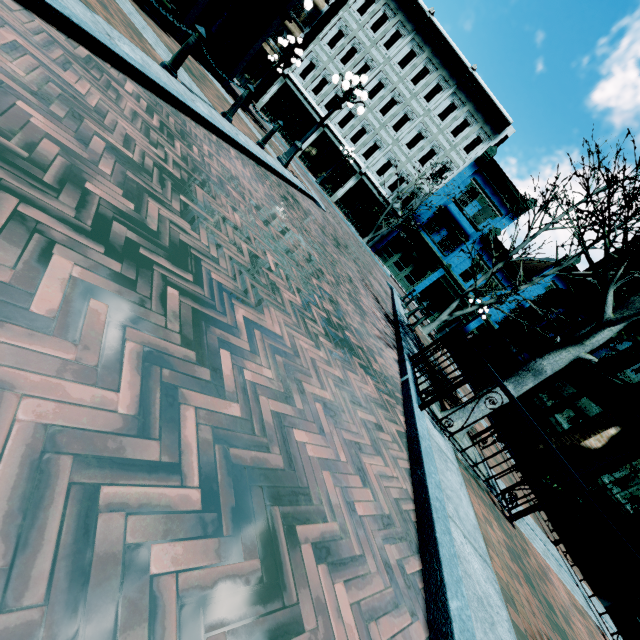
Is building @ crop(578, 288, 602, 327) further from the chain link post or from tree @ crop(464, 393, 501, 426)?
the chain link post

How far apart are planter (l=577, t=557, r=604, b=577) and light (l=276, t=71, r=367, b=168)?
→ 12.5 meters

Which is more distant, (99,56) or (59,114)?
(99,56)

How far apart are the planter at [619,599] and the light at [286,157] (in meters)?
12.54

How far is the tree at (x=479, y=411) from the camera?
4.87m

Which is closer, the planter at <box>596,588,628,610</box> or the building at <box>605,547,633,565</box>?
the planter at <box>596,588,628,610</box>

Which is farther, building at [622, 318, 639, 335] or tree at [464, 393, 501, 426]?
building at [622, 318, 639, 335]

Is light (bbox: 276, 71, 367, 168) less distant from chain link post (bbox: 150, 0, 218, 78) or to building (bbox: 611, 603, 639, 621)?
building (bbox: 611, 603, 639, 621)
